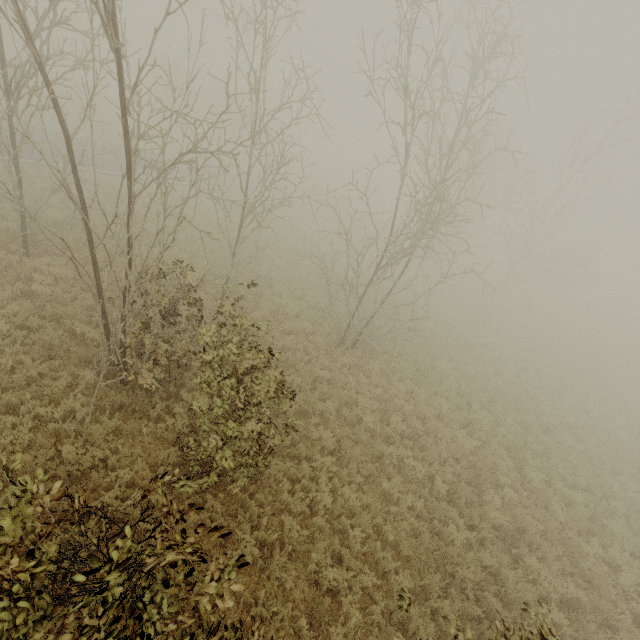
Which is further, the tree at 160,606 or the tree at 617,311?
the tree at 617,311

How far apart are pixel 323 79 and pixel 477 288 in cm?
3424

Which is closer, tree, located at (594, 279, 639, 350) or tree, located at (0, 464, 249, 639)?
tree, located at (0, 464, 249, 639)
